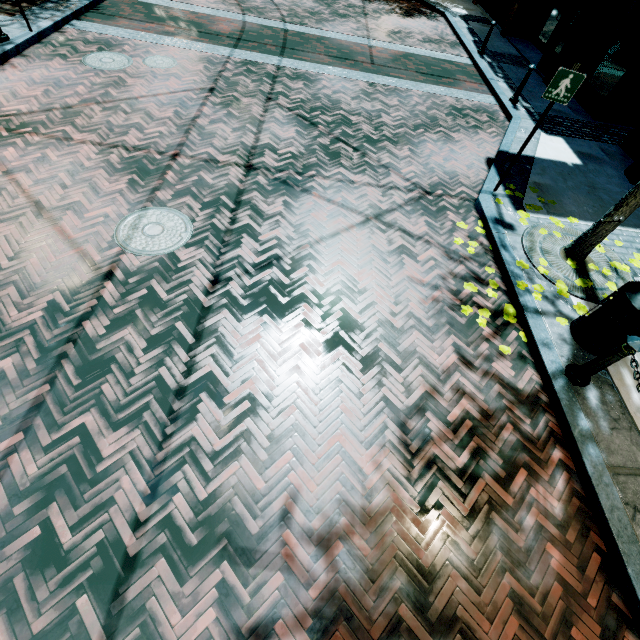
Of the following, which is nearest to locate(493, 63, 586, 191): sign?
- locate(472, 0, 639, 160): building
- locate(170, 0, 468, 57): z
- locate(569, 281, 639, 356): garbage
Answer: locate(569, 281, 639, 356): garbage

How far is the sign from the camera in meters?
4.7 m

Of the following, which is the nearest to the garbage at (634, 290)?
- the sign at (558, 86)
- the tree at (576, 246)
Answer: the tree at (576, 246)

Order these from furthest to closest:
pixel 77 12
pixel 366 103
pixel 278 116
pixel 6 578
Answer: pixel 77 12 < pixel 366 103 < pixel 278 116 < pixel 6 578

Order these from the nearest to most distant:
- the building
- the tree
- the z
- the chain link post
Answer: the chain link post < the tree < the building < the z

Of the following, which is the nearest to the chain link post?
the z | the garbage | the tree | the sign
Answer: the garbage

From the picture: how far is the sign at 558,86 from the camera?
4.7 meters

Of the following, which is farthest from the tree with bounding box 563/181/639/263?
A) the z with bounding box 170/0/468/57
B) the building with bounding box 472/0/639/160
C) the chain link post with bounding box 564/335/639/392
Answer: the z with bounding box 170/0/468/57
